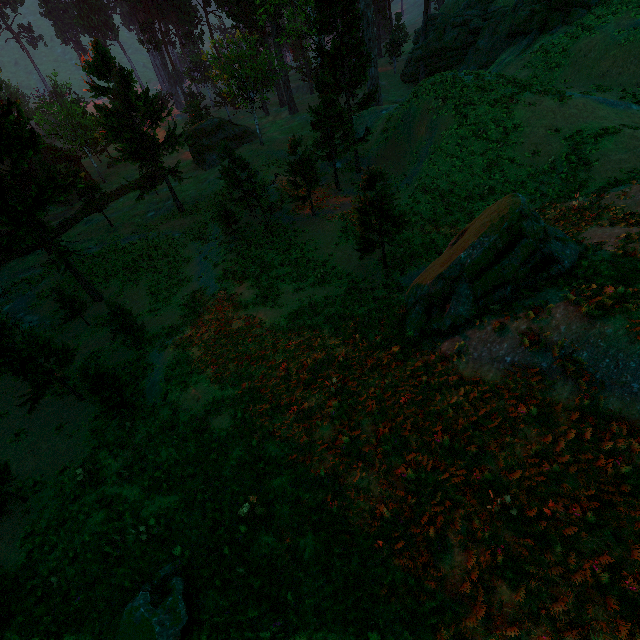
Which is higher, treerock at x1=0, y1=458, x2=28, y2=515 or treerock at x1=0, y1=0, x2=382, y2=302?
treerock at x1=0, y1=0, x2=382, y2=302

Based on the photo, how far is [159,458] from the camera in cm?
1255

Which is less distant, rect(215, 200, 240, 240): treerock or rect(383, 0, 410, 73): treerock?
rect(215, 200, 240, 240): treerock

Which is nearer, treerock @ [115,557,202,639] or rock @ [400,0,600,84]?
treerock @ [115,557,202,639]

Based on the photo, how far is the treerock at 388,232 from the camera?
16.3m

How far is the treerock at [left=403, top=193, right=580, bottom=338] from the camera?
10.6m
